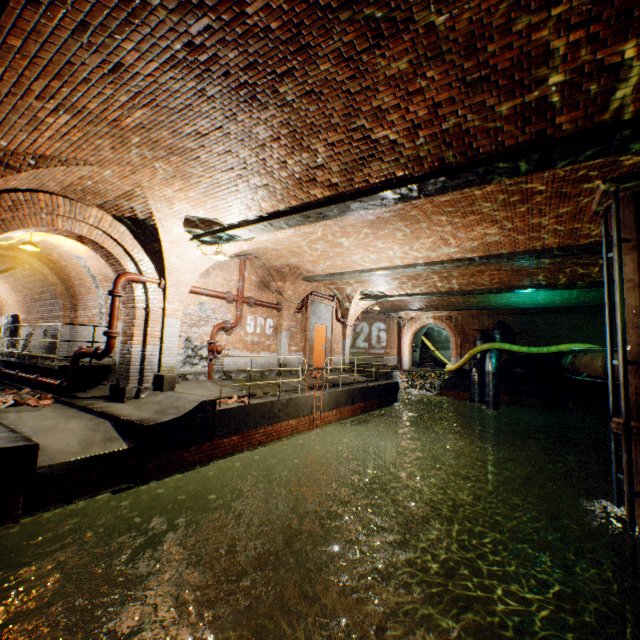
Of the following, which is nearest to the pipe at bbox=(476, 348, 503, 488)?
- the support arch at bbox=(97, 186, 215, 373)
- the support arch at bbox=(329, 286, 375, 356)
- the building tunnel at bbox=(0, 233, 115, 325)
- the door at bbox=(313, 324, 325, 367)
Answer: the support arch at bbox=(329, 286, 375, 356)

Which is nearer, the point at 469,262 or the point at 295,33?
the point at 295,33

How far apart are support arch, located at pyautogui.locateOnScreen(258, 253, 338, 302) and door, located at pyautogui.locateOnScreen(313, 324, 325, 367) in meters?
1.8 m

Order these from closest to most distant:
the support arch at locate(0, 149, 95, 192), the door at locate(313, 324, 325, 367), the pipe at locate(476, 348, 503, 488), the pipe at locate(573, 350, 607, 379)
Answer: the support arch at locate(0, 149, 95, 192) → the pipe at locate(573, 350, 607, 379) → the door at locate(313, 324, 325, 367) → the pipe at locate(476, 348, 503, 488)

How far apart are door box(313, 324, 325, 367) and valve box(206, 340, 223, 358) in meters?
5.5

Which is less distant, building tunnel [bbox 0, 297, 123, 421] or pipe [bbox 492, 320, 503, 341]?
building tunnel [bbox 0, 297, 123, 421]

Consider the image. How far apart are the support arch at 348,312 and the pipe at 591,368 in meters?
8.6

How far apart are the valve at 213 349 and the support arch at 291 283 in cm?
301
